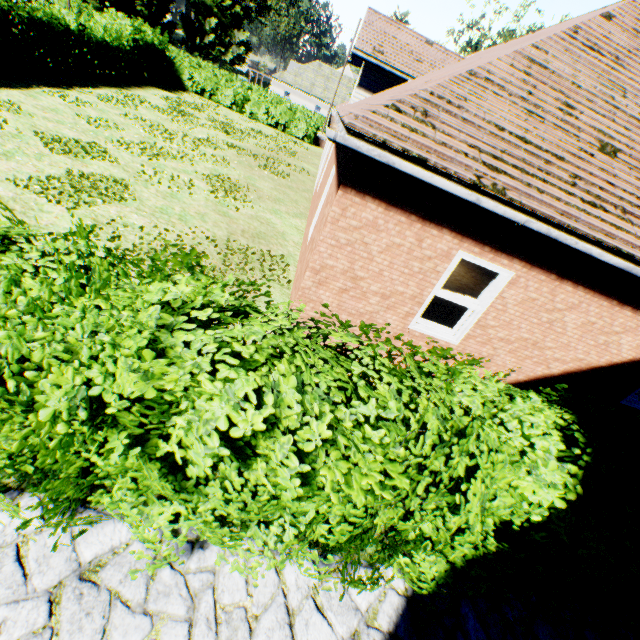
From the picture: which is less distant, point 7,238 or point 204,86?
point 7,238

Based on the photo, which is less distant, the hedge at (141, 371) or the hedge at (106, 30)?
the hedge at (141, 371)

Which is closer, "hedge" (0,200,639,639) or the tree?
"hedge" (0,200,639,639)

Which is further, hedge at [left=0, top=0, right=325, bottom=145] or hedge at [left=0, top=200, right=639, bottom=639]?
hedge at [left=0, top=0, right=325, bottom=145]

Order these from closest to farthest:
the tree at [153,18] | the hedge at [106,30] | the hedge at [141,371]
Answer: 1. the hedge at [141,371]
2. the hedge at [106,30]
3. the tree at [153,18]

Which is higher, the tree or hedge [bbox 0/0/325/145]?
the tree

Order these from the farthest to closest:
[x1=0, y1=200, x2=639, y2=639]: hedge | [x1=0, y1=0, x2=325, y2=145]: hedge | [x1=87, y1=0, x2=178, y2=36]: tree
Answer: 1. [x1=87, y1=0, x2=178, y2=36]: tree
2. [x1=0, y1=0, x2=325, y2=145]: hedge
3. [x1=0, y1=200, x2=639, y2=639]: hedge
